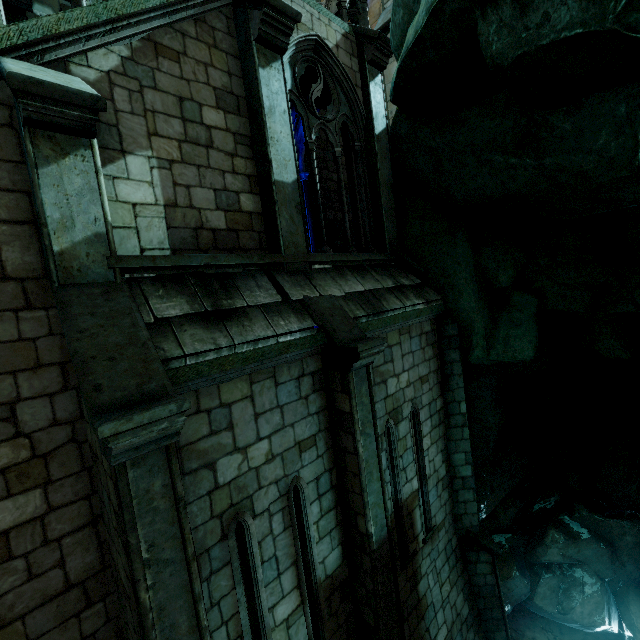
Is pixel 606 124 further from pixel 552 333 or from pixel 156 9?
pixel 552 333
